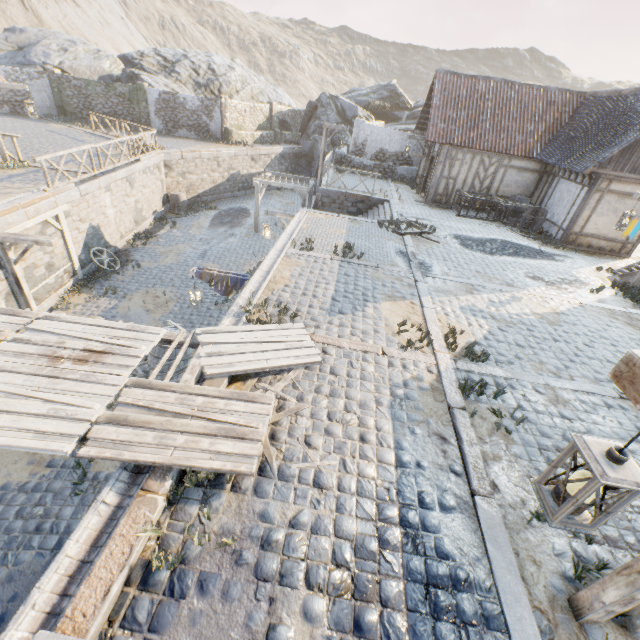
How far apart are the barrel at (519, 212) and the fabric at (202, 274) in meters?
13.5 m

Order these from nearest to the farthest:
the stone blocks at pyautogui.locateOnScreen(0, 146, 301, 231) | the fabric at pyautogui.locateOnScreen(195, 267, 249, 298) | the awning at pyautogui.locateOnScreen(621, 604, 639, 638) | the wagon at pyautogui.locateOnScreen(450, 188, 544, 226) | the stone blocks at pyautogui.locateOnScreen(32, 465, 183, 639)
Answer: the stone blocks at pyautogui.locateOnScreen(32, 465, 183, 639) < the awning at pyautogui.locateOnScreen(621, 604, 639, 638) < the fabric at pyautogui.locateOnScreen(195, 267, 249, 298) < the stone blocks at pyautogui.locateOnScreen(0, 146, 301, 231) < the wagon at pyautogui.locateOnScreen(450, 188, 544, 226)

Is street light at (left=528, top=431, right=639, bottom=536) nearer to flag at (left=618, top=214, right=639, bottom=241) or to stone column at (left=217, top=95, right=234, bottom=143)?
flag at (left=618, top=214, right=639, bottom=241)

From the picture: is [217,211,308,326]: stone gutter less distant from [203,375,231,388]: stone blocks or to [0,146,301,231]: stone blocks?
[0,146,301,231]: stone blocks

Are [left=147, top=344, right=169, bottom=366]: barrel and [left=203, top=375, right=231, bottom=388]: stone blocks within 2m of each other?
no

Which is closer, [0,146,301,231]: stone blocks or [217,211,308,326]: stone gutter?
[217,211,308,326]: stone gutter

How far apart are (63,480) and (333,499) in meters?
6.3

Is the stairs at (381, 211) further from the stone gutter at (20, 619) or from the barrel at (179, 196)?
the stone gutter at (20, 619)
